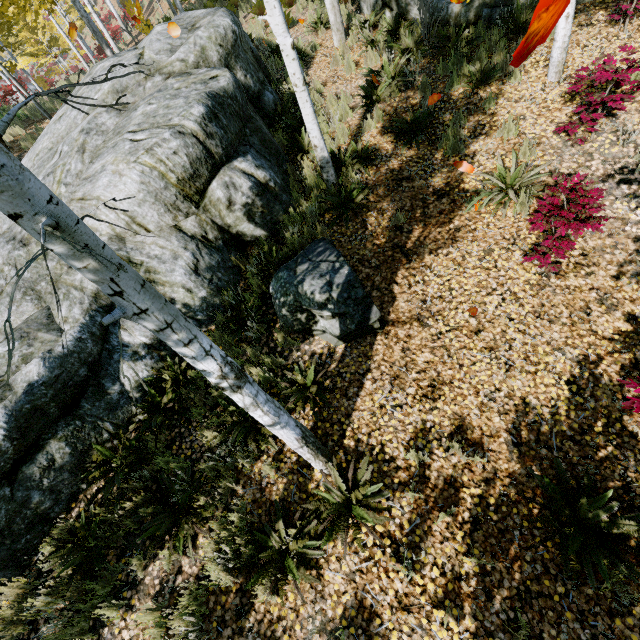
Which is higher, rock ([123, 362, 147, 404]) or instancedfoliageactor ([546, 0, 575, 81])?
instancedfoliageactor ([546, 0, 575, 81])

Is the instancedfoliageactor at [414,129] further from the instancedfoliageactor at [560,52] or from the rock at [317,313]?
the instancedfoliageactor at [560,52]

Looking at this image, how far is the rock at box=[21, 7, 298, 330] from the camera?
4.92m

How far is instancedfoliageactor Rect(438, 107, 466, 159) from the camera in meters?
5.9 m

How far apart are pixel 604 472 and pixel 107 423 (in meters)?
6.39

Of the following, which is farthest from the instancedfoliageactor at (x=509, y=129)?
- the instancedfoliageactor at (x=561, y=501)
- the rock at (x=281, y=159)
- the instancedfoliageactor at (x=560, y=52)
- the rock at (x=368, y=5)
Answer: the instancedfoliageactor at (x=560, y=52)

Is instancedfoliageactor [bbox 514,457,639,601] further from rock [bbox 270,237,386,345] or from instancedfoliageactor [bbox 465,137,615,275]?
rock [bbox 270,237,386,345]
